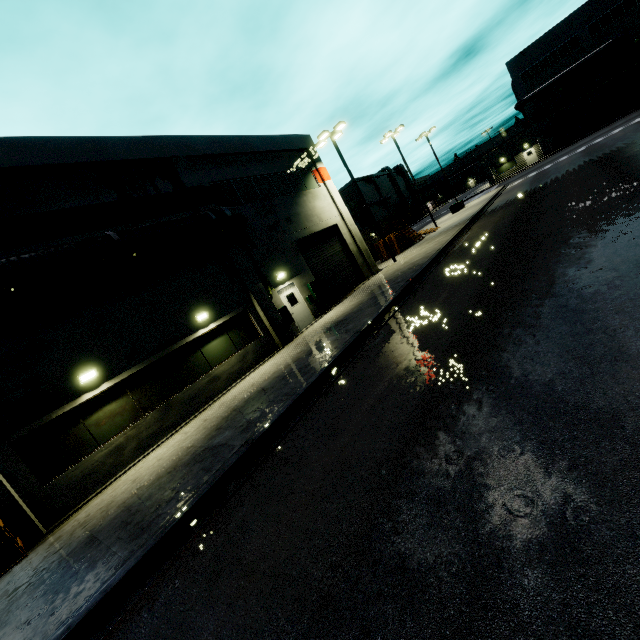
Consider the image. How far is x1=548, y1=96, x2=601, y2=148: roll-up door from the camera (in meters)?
45.50

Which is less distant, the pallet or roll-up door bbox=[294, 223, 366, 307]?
roll-up door bbox=[294, 223, 366, 307]

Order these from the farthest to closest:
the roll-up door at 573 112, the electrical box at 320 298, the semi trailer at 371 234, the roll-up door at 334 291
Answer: the roll-up door at 573 112
the semi trailer at 371 234
the roll-up door at 334 291
the electrical box at 320 298

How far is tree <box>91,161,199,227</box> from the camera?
12.3m

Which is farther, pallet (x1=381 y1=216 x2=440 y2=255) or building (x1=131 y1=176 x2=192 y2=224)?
pallet (x1=381 y1=216 x2=440 y2=255)

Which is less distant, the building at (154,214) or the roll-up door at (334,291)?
the building at (154,214)

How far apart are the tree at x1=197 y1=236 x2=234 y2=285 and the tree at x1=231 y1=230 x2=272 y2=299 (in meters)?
0.92

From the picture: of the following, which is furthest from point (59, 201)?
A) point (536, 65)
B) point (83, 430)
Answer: point (536, 65)
